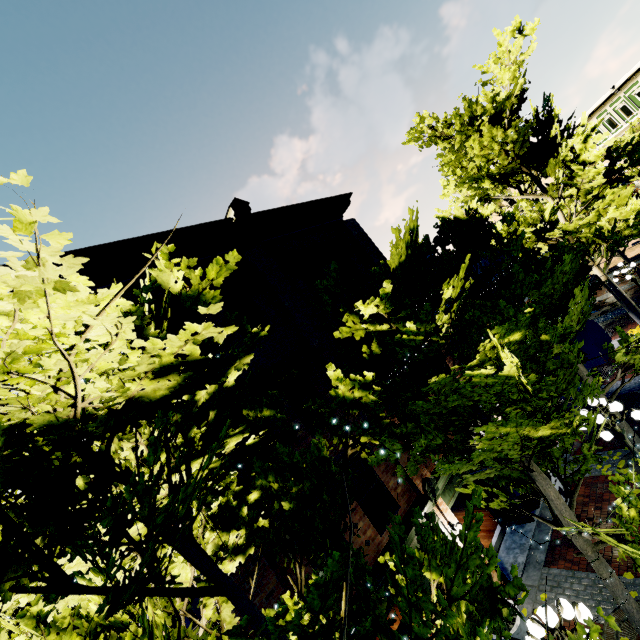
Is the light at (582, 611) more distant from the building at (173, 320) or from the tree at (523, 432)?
the building at (173, 320)

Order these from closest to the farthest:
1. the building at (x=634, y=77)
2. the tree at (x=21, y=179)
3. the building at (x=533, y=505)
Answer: the tree at (x=21, y=179), the building at (x=533, y=505), the building at (x=634, y=77)

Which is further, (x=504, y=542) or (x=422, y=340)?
(x=504, y=542)

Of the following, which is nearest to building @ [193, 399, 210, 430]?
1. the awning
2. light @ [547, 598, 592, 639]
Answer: the awning

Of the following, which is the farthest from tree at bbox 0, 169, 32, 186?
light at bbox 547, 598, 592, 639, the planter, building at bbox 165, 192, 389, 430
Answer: the planter

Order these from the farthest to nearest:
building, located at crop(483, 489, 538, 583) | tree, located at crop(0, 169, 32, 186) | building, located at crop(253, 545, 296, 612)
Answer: building, located at crop(483, 489, 538, 583)
building, located at crop(253, 545, 296, 612)
tree, located at crop(0, 169, 32, 186)

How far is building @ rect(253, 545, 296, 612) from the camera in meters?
6.3

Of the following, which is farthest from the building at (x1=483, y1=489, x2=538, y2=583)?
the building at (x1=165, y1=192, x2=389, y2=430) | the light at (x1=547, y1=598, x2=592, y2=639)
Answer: the building at (x1=165, y1=192, x2=389, y2=430)
